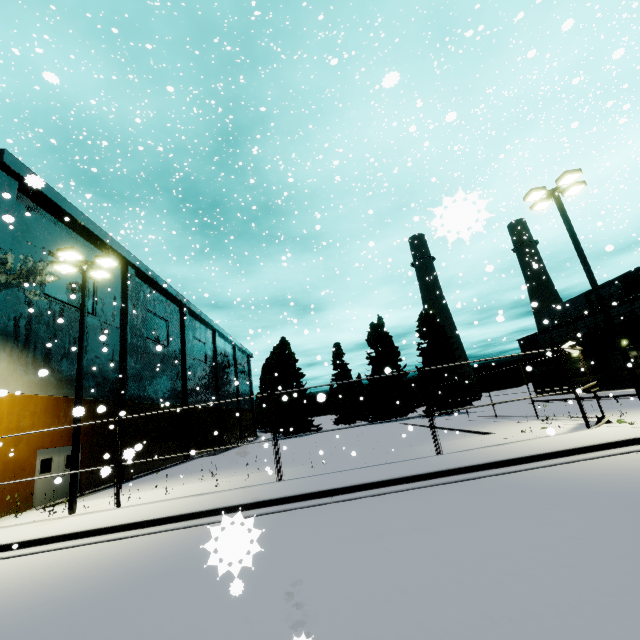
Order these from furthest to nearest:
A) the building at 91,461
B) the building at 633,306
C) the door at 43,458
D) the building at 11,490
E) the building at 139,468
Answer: the building at 633,306
the building at 139,468
the building at 91,461
the door at 43,458
the building at 11,490

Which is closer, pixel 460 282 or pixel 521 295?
pixel 521 295

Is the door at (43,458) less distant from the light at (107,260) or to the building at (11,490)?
the building at (11,490)

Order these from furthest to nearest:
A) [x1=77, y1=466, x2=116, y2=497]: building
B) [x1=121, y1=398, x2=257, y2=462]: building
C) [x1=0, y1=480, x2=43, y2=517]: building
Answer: [x1=121, y1=398, x2=257, y2=462]: building → [x1=77, y1=466, x2=116, y2=497]: building → [x1=0, y1=480, x2=43, y2=517]: building

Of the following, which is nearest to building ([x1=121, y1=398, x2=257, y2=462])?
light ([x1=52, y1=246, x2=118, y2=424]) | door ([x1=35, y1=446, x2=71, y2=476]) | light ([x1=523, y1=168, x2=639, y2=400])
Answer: door ([x1=35, y1=446, x2=71, y2=476])

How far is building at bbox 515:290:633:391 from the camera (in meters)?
30.30

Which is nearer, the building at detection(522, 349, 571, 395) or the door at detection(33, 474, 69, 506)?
the door at detection(33, 474, 69, 506)
